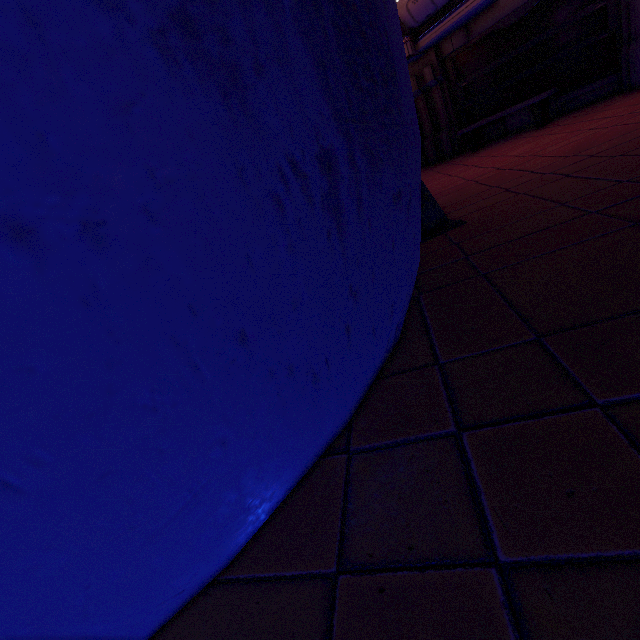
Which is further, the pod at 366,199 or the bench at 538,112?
the bench at 538,112

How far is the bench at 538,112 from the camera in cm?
712

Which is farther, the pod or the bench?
the bench

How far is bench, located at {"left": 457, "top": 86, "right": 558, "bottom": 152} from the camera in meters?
7.1 m

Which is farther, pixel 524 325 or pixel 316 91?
pixel 524 325
